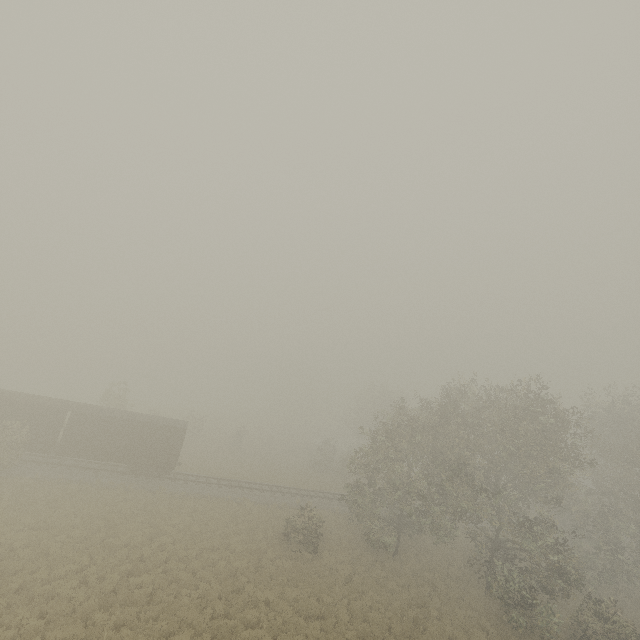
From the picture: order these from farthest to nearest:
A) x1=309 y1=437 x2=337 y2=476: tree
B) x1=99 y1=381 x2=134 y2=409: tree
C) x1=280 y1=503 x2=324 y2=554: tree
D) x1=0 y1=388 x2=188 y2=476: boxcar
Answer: x1=309 y1=437 x2=337 y2=476: tree
x1=99 y1=381 x2=134 y2=409: tree
x1=0 y1=388 x2=188 y2=476: boxcar
x1=280 y1=503 x2=324 y2=554: tree

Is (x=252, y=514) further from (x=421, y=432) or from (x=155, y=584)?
(x=421, y=432)

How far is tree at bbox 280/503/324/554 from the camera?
22.6m

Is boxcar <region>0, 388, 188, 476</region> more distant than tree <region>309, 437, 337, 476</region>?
No

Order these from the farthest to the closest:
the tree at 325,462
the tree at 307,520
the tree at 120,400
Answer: the tree at 325,462 → the tree at 120,400 → the tree at 307,520

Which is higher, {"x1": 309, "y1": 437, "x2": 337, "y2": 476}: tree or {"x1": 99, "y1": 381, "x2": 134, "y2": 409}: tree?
{"x1": 99, "y1": 381, "x2": 134, "y2": 409}: tree

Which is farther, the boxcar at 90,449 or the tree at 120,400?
the tree at 120,400
